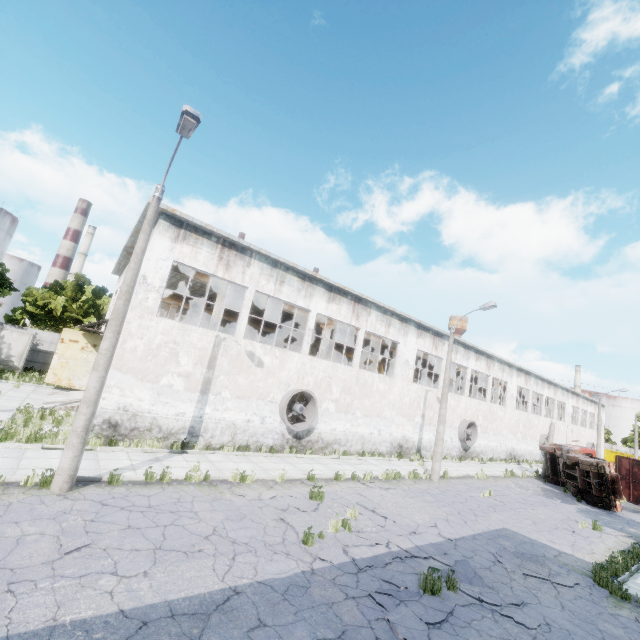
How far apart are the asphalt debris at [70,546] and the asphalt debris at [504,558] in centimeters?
1039cm

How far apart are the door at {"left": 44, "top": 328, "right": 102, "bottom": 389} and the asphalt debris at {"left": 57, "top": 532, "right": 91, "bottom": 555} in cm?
1876

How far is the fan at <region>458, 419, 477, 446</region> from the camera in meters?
27.0 m

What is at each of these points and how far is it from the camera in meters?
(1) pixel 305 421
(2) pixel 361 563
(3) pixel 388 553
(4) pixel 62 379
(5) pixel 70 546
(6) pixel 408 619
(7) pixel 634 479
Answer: (1) fan, 17.7
(2) asphalt debris, 7.7
(3) asphalt debris, 8.3
(4) door, 21.9
(5) asphalt debris, 6.1
(6) asphalt debris, 6.0
(7) truck dump body, 23.7

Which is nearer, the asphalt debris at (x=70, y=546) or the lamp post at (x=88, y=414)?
the asphalt debris at (x=70, y=546)

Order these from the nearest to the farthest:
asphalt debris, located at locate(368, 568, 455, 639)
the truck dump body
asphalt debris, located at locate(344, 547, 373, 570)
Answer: asphalt debris, located at locate(368, 568, 455, 639) < asphalt debris, located at locate(344, 547, 373, 570) < the truck dump body

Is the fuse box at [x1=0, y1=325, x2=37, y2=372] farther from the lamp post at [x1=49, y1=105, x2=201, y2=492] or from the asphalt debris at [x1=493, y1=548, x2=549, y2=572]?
the asphalt debris at [x1=493, y1=548, x2=549, y2=572]

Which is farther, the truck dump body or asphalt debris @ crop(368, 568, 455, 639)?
the truck dump body
